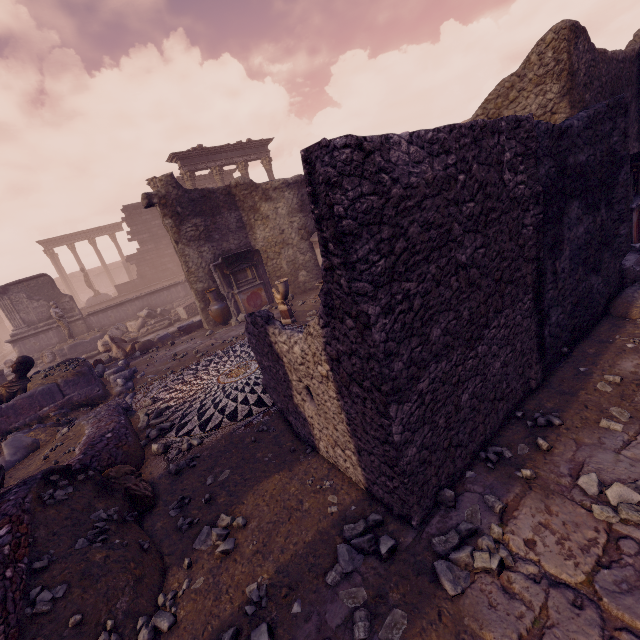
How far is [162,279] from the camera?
24.1 meters

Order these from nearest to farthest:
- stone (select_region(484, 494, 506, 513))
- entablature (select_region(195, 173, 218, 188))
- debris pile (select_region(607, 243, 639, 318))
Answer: stone (select_region(484, 494, 506, 513)), debris pile (select_region(607, 243, 639, 318)), entablature (select_region(195, 173, 218, 188))

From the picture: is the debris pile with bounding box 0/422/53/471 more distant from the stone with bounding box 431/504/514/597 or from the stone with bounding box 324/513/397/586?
the stone with bounding box 431/504/514/597

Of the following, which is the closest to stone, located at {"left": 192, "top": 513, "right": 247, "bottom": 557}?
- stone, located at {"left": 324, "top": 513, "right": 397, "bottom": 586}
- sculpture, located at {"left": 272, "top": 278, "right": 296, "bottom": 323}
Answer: stone, located at {"left": 324, "top": 513, "right": 397, "bottom": 586}

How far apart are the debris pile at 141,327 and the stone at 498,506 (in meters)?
15.14

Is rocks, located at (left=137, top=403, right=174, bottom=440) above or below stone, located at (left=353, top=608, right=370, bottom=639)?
above

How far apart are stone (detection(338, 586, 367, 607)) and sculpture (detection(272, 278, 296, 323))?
6.5m

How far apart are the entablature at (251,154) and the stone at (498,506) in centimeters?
2014cm
